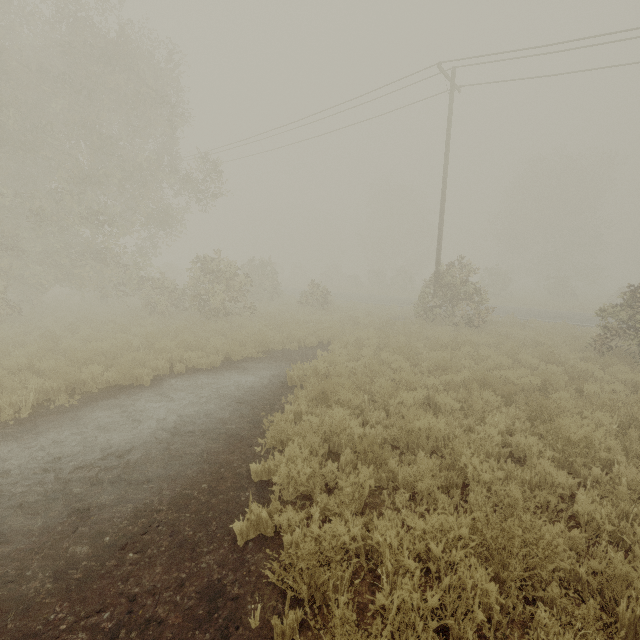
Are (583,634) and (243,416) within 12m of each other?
yes

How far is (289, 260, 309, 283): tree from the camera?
53.6m

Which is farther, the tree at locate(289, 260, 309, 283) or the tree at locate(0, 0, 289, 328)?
the tree at locate(289, 260, 309, 283)

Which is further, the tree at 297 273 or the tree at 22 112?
the tree at 297 273

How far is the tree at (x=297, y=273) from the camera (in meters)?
53.62
